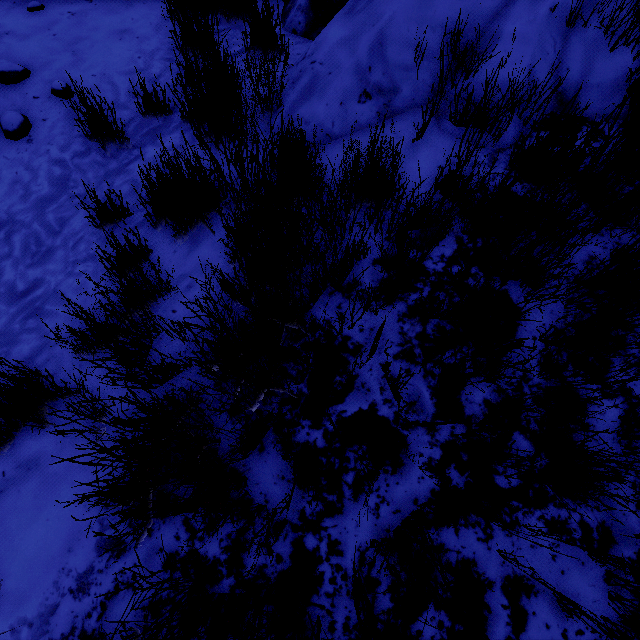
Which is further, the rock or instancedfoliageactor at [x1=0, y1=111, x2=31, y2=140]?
instancedfoliageactor at [x1=0, y1=111, x2=31, y2=140]

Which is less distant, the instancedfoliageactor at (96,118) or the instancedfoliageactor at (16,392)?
the instancedfoliageactor at (16,392)

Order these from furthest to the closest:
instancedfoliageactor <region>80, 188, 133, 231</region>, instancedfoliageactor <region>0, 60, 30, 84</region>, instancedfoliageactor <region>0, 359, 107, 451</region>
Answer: instancedfoliageactor <region>0, 60, 30, 84</region> < instancedfoliageactor <region>80, 188, 133, 231</region> < instancedfoliageactor <region>0, 359, 107, 451</region>

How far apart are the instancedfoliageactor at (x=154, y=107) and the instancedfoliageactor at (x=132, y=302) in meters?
1.0 m

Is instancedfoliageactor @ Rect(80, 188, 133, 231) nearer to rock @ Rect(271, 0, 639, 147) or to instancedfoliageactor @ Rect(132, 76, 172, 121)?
instancedfoliageactor @ Rect(132, 76, 172, 121)

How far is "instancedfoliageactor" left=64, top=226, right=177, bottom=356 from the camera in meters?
1.5 m

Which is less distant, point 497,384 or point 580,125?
point 497,384

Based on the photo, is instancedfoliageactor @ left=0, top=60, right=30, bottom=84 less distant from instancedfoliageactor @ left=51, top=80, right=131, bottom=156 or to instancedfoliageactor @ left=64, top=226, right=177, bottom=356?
instancedfoliageactor @ left=51, top=80, right=131, bottom=156
